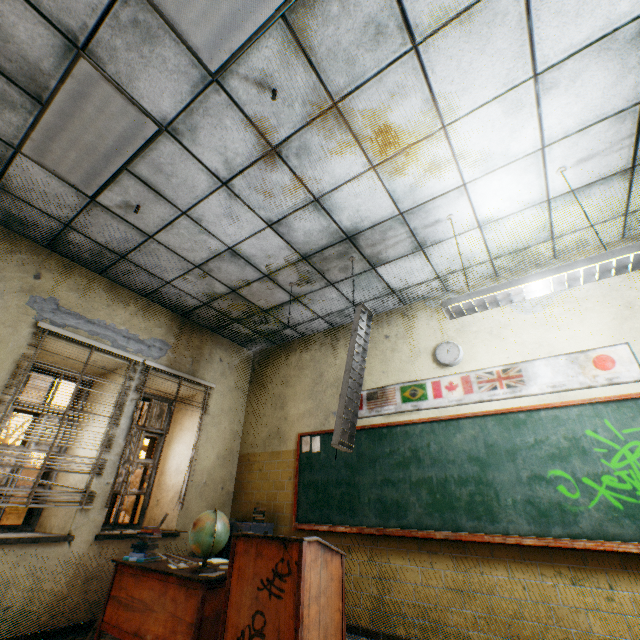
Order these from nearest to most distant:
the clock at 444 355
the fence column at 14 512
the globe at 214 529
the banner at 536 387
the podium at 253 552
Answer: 1. the podium at 253 552
2. the globe at 214 529
3. the banner at 536 387
4. the clock at 444 355
5. the fence column at 14 512

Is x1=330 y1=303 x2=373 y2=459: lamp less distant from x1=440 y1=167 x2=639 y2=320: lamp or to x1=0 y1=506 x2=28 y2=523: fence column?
x1=440 y1=167 x2=639 y2=320: lamp

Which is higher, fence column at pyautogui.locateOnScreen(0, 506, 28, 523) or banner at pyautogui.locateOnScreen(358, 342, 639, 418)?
banner at pyautogui.locateOnScreen(358, 342, 639, 418)

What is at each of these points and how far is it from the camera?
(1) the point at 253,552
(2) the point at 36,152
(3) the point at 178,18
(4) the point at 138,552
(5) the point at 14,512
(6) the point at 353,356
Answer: (1) podium, 2.32m
(2) lamp, 3.01m
(3) lamp, 2.15m
(4) book, 3.23m
(5) fence column, 9.52m
(6) lamp, 3.27m

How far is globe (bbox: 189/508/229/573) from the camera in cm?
274

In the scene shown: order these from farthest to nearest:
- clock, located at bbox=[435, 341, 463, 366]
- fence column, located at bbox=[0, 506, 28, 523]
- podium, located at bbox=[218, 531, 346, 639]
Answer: fence column, located at bbox=[0, 506, 28, 523] → clock, located at bbox=[435, 341, 463, 366] → podium, located at bbox=[218, 531, 346, 639]

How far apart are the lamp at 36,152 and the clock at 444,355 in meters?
3.9 m

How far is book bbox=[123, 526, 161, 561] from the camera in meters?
3.2
